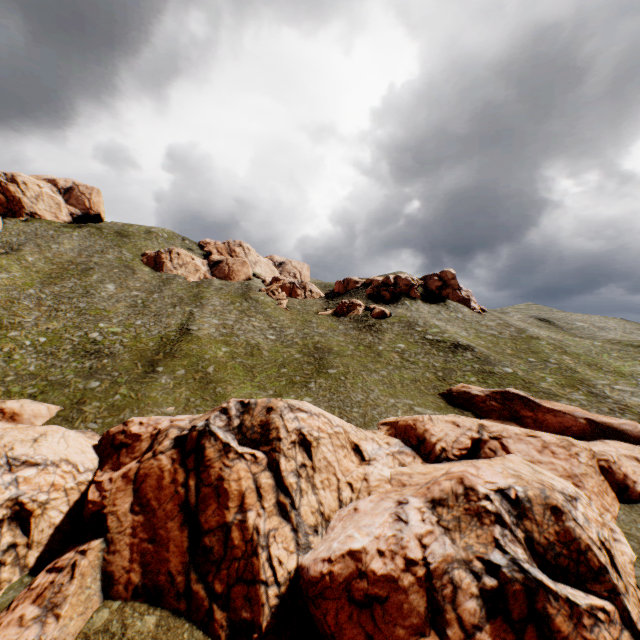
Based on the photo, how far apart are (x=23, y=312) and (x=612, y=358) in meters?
86.0 m
